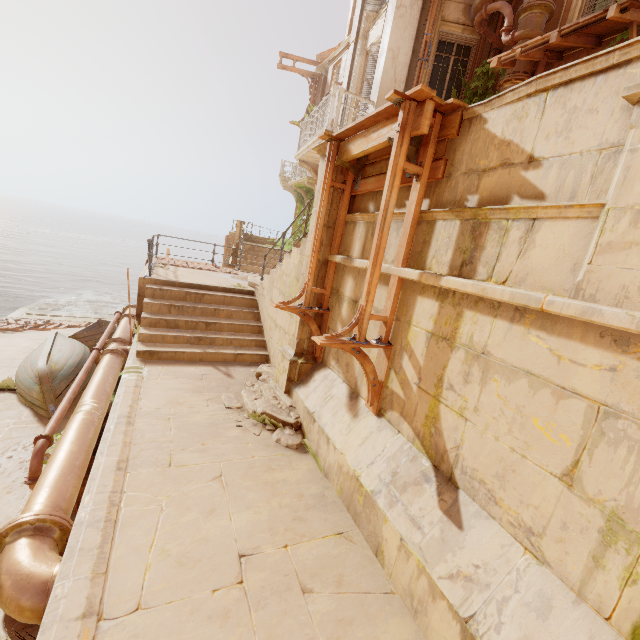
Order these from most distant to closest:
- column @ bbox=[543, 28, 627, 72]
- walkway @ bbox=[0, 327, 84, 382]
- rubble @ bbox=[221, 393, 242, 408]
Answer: walkway @ bbox=[0, 327, 84, 382]
column @ bbox=[543, 28, 627, 72]
rubble @ bbox=[221, 393, 242, 408]

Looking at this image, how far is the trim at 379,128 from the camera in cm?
319

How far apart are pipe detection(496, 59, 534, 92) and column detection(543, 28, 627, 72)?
0.0m

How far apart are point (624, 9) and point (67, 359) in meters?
13.2 m

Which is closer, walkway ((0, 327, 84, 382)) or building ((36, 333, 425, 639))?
building ((36, 333, 425, 639))

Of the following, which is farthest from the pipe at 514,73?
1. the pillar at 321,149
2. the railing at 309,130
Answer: the pillar at 321,149

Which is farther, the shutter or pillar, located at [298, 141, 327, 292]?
the shutter

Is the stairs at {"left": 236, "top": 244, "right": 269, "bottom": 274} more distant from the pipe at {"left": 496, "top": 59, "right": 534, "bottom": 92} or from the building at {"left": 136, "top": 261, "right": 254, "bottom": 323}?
the building at {"left": 136, "top": 261, "right": 254, "bottom": 323}
